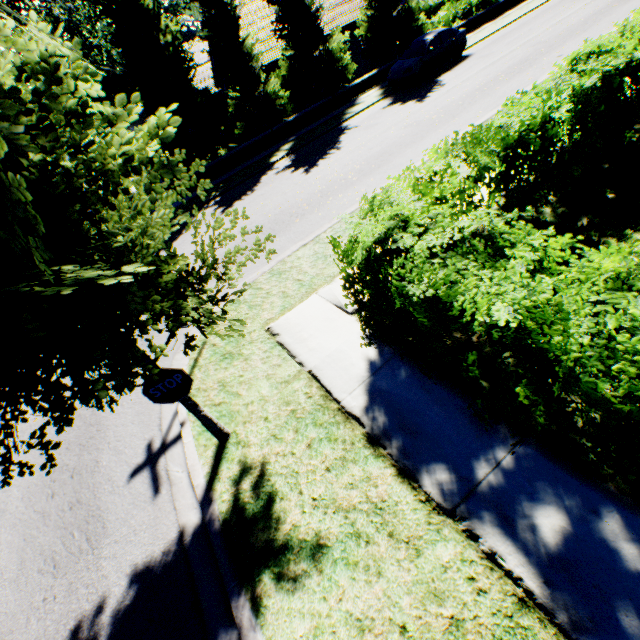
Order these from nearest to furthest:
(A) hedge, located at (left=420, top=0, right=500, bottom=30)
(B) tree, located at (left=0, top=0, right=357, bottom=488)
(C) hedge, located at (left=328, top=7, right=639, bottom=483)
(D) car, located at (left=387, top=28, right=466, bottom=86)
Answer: (B) tree, located at (left=0, top=0, right=357, bottom=488)
(C) hedge, located at (left=328, top=7, right=639, bottom=483)
(D) car, located at (left=387, top=28, right=466, bottom=86)
(A) hedge, located at (left=420, top=0, right=500, bottom=30)

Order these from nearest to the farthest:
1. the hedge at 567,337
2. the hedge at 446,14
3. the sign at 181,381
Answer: the hedge at 567,337, the sign at 181,381, the hedge at 446,14

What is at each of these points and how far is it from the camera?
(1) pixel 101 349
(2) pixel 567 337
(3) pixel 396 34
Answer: (1) tree, 1.85m
(2) hedge, 2.16m
(3) tree, 20.45m

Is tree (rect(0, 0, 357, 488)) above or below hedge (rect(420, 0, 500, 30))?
above

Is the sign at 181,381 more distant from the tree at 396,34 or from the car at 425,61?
the car at 425,61

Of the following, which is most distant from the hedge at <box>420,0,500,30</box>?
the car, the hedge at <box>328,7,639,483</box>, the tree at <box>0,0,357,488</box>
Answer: the hedge at <box>328,7,639,483</box>

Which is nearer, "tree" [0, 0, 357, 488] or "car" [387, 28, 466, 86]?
"tree" [0, 0, 357, 488]

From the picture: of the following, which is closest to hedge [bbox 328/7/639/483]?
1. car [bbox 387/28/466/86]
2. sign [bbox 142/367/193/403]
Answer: sign [bbox 142/367/193/403]
